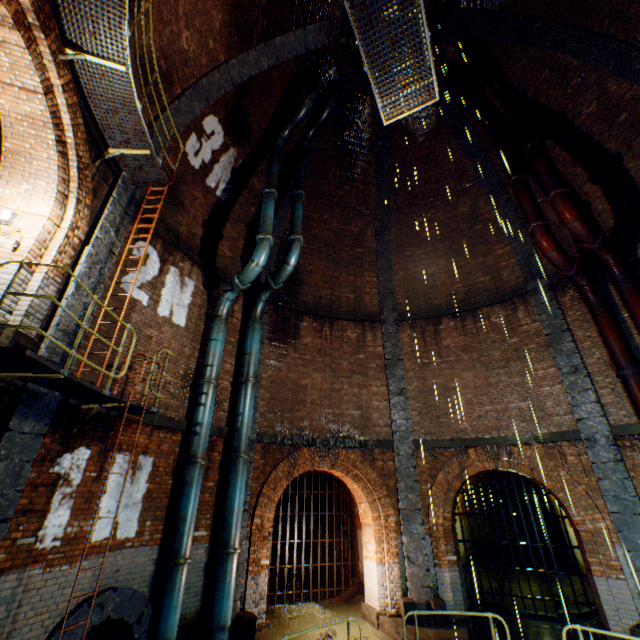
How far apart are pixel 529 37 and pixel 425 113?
3.7 meters

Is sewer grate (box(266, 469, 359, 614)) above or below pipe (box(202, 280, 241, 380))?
below

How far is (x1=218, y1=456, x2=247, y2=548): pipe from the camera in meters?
7.9 m

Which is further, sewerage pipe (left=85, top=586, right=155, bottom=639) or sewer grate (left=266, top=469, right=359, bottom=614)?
sewer grate (left=266, top=469, right=359, bottom=614)

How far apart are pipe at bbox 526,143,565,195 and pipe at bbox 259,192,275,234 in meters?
7.9 m

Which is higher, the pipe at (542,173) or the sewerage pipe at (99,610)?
the pipe at (542,173)

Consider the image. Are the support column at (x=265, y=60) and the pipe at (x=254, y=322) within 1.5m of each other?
no

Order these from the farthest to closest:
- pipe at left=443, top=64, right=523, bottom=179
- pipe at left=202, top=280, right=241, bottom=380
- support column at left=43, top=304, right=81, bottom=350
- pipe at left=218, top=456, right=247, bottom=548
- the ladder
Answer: pipe at left=443, top=64, right=523, bottom=179 → pipe at left=202, top=280, right=241, bottom=380 → pipe at left=218, top=456, right=247, bottom=548 → support column at left=43, top=304, right=81, bottom=350 → the ladder
